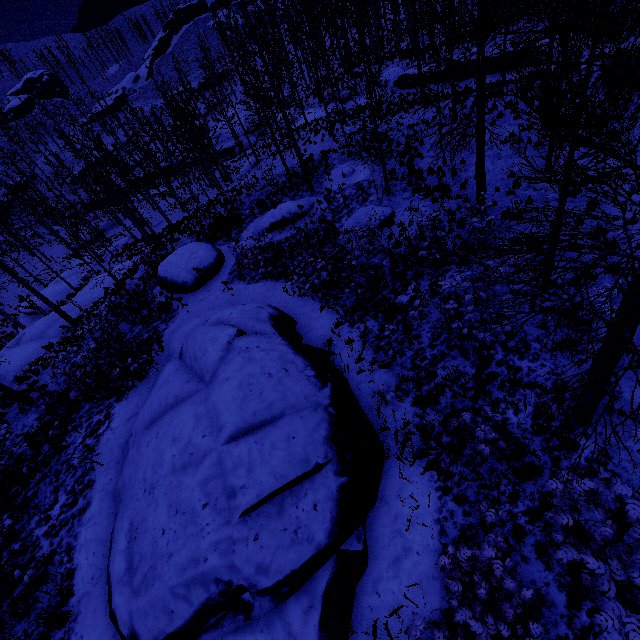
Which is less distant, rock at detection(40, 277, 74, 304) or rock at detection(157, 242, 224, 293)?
rock at detection(157, 242, 224, 293)

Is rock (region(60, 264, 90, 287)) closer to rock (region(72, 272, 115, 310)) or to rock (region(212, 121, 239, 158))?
rock (region(72, 272, 115, 310))

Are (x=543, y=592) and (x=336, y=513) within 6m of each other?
yes

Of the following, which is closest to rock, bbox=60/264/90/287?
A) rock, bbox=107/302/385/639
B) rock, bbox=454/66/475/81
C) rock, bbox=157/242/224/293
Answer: rock, bbox=157/242/224/293

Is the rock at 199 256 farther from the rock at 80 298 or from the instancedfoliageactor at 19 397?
the rock at 80 298

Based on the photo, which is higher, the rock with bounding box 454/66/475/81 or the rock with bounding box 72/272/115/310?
the rock with bounding box 454/66/475/81

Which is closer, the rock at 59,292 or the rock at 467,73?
the rock at 467,73

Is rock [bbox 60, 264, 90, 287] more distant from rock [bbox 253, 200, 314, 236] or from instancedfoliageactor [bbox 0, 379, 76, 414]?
rock [bbox 253, 200, 314, 236]
